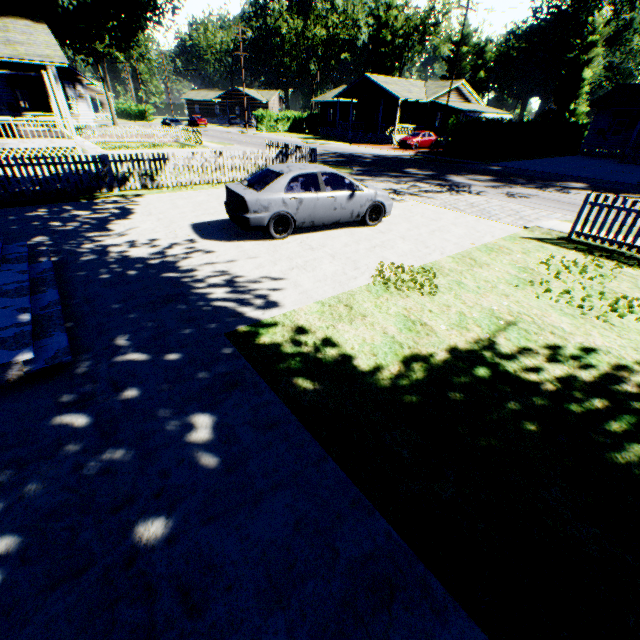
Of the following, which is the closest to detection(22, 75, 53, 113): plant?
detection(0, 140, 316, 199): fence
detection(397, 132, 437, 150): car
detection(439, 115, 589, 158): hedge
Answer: detection(0, 140, 316, 199): fence

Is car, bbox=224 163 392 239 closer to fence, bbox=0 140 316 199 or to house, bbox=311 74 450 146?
fence, bbox=0 140 316 199

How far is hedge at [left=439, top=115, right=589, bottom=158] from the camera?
26.54m

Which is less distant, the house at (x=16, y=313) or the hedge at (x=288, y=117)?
the house at (x=16, y=313)

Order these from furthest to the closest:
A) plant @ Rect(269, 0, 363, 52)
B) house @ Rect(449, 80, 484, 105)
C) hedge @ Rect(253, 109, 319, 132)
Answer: plant @ Rect(269, 0, 363, 52), hedge @ Rect(253, 109, 319, 132), house @ Rect(449, 80, 484, 105)

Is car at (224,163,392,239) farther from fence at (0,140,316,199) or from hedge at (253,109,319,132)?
hedge at (253,109,319,132)

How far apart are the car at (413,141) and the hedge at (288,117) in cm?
2418

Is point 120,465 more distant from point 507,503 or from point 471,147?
point 471,147
